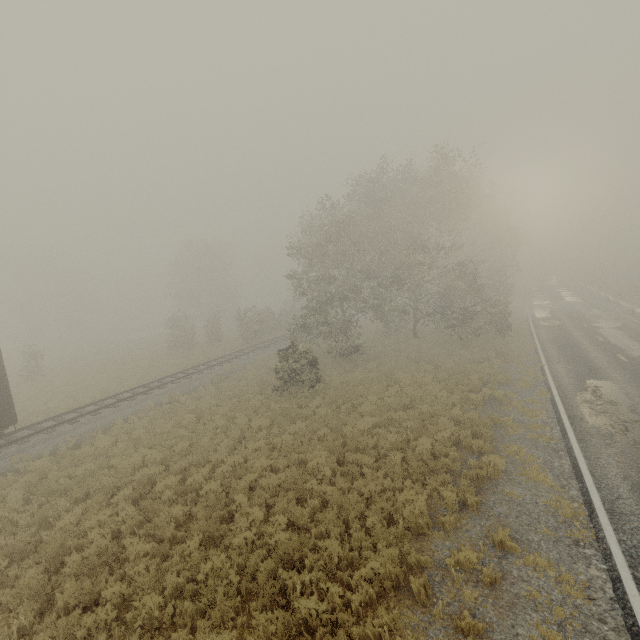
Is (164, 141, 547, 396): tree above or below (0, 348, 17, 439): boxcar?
above

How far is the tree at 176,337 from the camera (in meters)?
21.91

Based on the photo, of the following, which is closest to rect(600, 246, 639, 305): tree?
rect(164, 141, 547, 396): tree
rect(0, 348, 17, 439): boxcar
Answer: rect(164, 141, 547, 396): tree

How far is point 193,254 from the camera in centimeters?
4659cm

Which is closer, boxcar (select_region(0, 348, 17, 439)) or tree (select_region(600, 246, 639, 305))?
boxcar (select_region(0, 348, 17, 439))

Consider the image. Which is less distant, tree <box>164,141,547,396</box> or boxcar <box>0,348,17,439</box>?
boxcar <box>0,348,17,439</box>

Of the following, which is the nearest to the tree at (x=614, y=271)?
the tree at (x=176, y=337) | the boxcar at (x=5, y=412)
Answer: the tree at (x=176, y=337)

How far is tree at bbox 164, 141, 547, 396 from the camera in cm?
2191
